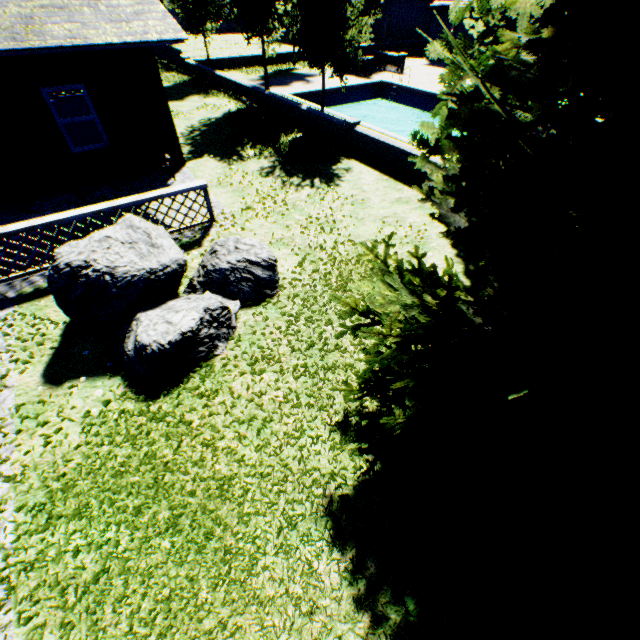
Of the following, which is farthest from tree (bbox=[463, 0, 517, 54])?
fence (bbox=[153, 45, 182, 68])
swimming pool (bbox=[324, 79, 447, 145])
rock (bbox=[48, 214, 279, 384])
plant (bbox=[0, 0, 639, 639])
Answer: rock (bbox=[48, 214, 279, 384])

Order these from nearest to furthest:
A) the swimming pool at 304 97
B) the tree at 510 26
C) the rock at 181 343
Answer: the rock at 181 343
the tree at 510 26
the swimming pool at 304 97

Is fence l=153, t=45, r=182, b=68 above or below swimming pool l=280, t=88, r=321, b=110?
above

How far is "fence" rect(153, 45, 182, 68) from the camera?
24.75m

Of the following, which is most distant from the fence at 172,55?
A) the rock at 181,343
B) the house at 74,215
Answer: the rock at 181,343

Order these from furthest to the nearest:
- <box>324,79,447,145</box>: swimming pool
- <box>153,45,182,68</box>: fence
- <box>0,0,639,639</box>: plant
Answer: <box>153,45,182,68</box>: fence
<box>324,79,447,145</box>: swimming pool
<box>0,0,639,639</box>: plant

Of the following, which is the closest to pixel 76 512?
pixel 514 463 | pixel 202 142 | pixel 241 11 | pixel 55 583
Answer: pixel 55 583

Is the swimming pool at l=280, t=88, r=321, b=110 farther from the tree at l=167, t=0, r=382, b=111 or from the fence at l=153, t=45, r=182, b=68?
the fence at l=153, t=45, r=182, b=68
